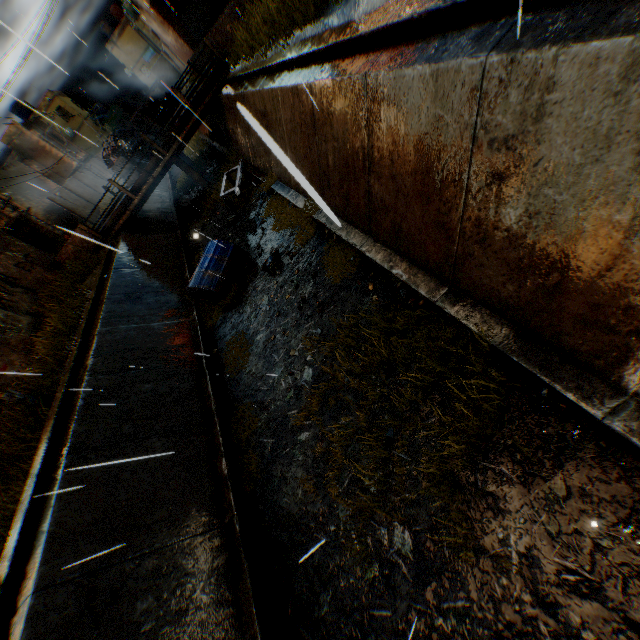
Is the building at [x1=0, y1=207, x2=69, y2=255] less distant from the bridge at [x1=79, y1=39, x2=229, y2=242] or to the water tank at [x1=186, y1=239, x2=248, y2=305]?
the bridge at [x1=79, y1=39, x2=229, y2=242]

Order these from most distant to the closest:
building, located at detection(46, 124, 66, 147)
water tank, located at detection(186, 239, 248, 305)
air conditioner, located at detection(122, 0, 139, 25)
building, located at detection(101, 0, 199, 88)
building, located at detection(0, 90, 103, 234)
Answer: building, located at detection(46, 124, 66, 147)
building, located at detection(0, 90, 103, 234)
air conditioner, located at detection(122, 0, 139, 25)
building, located at detection(101, 0, 199, 88)
water tank, located at detection(186, 239, 248, 305)

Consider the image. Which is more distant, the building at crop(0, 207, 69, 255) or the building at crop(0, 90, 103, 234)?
the building at crop(0, 90, 103, 234)

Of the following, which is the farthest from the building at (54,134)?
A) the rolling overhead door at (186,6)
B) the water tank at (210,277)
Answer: the water tank at (210,277)

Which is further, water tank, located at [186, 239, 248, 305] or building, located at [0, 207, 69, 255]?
building, located at [0, 207, 69, 255]

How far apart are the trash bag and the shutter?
22.9m

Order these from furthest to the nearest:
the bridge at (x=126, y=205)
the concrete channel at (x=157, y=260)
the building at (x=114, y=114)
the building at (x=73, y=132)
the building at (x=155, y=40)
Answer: the building at (x=114, y=114) < the building at (x=73, y=132) < the building at (x=155, y=40) < the bridge at (x=126, y=205) < the concrete channel at (x=157, y=260)

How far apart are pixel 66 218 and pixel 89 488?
26.97m
